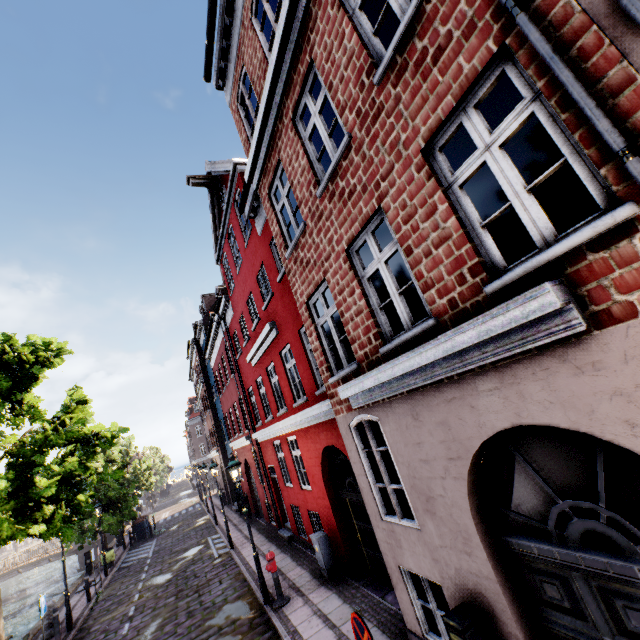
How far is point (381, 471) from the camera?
5.6 meters

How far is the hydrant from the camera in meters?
8.3

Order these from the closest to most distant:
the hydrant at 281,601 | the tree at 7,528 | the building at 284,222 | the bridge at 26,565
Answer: the building at 284,222, the hydrant at 281,601, the tree at 7,528, the bridge at 26,565

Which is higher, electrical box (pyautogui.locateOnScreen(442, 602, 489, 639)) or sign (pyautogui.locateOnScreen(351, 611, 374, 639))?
sign (pyautogui.locateOnScreen(351, 611, 374, 639))

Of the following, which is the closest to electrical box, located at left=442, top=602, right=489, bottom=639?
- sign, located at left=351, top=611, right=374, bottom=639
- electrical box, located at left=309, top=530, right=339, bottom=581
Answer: sign, located at left=351, top=611, right=374, bottom=639

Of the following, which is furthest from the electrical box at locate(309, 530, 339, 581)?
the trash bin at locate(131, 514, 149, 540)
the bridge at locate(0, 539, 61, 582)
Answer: the bridge at locate(0, 539, 61, 582)

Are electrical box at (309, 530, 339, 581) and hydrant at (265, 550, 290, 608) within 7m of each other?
yes

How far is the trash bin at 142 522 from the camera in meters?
25.1 m
